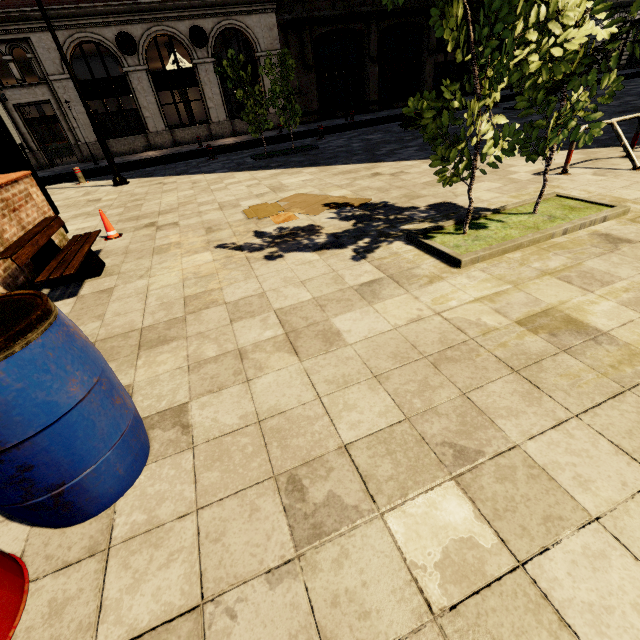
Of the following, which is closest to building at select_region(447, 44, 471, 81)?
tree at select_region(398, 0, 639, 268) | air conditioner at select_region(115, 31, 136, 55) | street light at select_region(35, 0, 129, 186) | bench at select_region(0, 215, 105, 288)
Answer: air conditioner at select_region(115, 31, 136, 55)

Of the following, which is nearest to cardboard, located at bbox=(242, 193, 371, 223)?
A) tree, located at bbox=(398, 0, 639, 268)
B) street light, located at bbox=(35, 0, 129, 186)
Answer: tree, located at bbox=(398, 0, 639, 268)

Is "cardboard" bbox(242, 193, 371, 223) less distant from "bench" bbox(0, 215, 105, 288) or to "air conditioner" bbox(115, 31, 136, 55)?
"bench" bbox(0, 215, 105, 288)

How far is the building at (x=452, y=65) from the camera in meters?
26.4

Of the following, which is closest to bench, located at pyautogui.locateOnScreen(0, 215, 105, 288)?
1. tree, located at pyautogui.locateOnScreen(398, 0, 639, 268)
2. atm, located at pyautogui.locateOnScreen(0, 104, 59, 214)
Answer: atm, located at pyautogui.locateOnScreen(0, 104, 59, 214)

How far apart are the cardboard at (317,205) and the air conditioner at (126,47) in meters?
19.8 m

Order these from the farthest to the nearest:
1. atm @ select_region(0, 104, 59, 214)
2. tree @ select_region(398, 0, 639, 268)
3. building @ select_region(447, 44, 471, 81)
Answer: Answer: building @ select_region(447, 44, 471, 81), atm @ select_region(0, 104, 59, 214), tree @ select_region(398, 0, 639, 268)

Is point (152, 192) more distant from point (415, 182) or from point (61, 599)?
point (61, 599)
